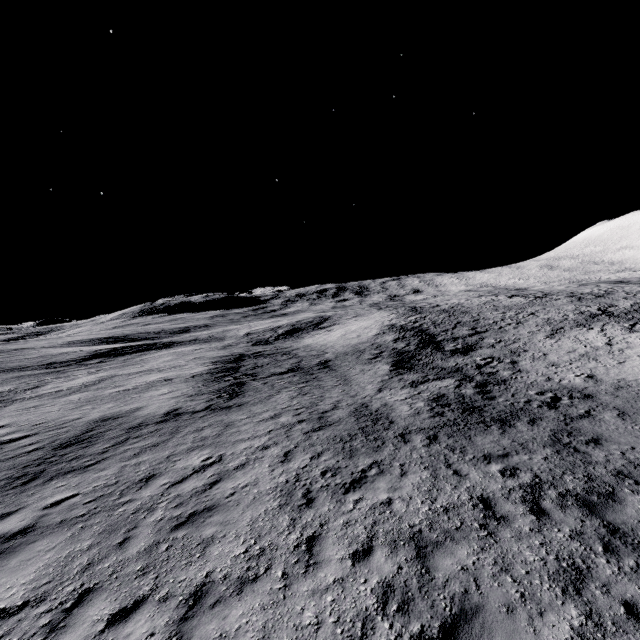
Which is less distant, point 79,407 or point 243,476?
point 243,476
